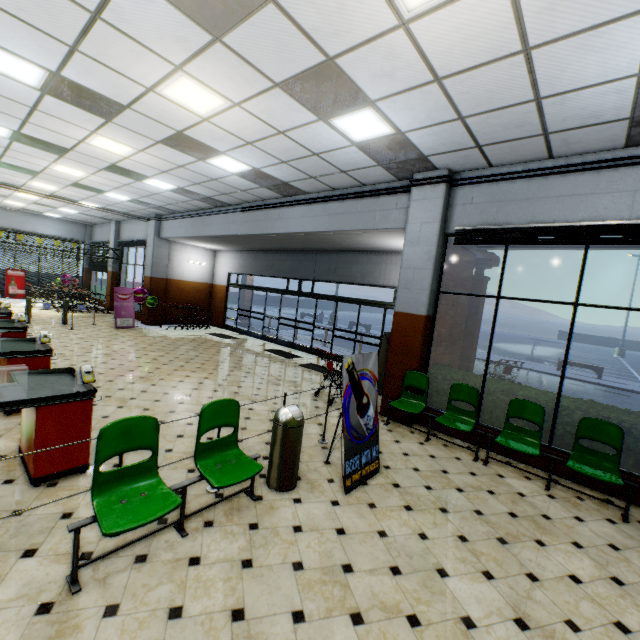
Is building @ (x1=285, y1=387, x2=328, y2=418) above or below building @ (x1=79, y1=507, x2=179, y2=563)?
above

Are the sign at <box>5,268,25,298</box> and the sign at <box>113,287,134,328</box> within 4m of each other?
no

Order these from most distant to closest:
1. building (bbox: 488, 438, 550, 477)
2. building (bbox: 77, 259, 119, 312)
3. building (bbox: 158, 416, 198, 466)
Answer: building (bbox: 77, 259, 119, 312)
building (bbox: 488, 438, 550, 477)
building (bbox: 158, 416, 198, 466)

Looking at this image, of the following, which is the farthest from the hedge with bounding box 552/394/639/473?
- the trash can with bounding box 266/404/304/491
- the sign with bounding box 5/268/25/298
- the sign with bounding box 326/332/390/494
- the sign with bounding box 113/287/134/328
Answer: the sign with bounding box 5/268/25/298

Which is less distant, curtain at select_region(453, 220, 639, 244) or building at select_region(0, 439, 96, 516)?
building at select_region(0, 439, 96, 516)

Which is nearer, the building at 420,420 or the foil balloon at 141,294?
the building at 420,420

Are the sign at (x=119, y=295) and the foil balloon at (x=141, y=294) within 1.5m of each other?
yes

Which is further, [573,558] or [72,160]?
[72,160]
